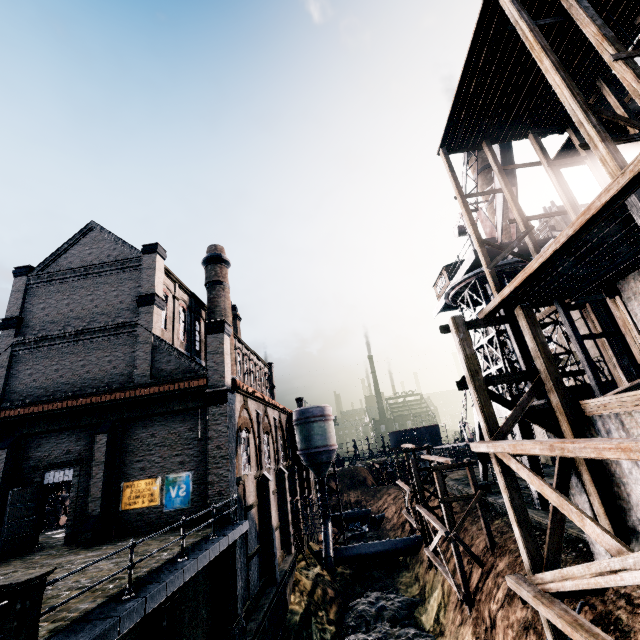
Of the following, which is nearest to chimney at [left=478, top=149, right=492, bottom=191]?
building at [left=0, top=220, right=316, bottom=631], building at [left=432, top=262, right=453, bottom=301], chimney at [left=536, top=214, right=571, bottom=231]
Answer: building at [left=0, top=220, right=316, bottom=631]

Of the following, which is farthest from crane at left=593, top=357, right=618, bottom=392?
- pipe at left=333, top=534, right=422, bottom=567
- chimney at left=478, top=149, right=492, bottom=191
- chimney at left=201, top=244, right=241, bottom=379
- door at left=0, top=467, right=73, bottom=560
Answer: door at left=0, top=467, right=73, bottom=560

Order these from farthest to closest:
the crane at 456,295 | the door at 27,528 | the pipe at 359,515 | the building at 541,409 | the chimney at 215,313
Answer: the pipe at 359,515, the chimney at 215,313, the crane at 456,295, the door at 27,528, the building at 541,409

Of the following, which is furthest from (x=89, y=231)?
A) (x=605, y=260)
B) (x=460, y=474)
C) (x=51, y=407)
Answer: (x=460, y=474)

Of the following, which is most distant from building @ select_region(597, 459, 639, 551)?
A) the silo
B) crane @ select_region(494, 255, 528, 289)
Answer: crane @ select_region(494, 255, 528, 289)

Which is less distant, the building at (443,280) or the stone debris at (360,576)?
the stone debris at (360,576)

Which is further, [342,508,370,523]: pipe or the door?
[342,508,370,523]: pipe

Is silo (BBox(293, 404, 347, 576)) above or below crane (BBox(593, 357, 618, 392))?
below
